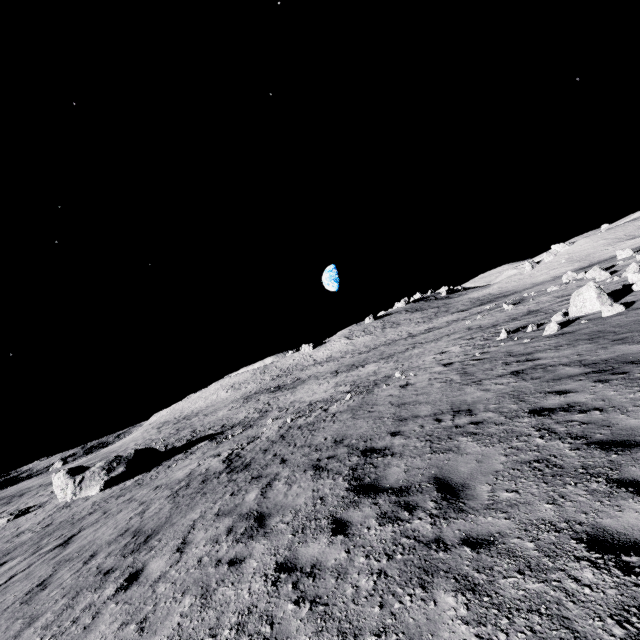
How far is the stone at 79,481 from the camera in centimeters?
2356cm

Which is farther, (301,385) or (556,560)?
(301,385)

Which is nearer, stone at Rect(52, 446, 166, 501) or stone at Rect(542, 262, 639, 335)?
stone at Rect(542, 262, 639, 335)

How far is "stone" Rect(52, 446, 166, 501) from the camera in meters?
23.6 m

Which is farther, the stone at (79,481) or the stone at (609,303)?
the stone at (79,481)
